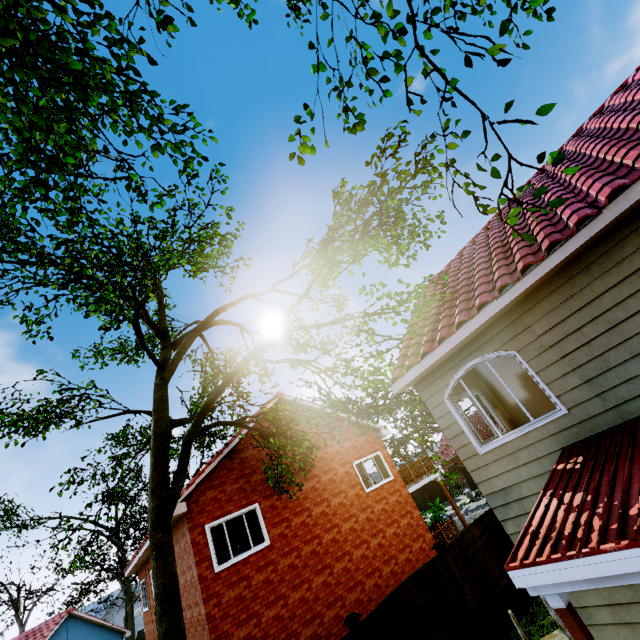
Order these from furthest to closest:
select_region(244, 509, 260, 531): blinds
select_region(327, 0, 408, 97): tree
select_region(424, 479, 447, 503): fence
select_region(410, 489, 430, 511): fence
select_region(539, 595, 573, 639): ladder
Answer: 1. select_region(410, 489, 430, 511): fence
2. select_region(424, 479, 447, 503): fence
3. select_region(244, 509, 260, 531): blinds
4. select_region(327, 0, 408, 97): tree
5. select_region(539, 595, 573, 639): ladder

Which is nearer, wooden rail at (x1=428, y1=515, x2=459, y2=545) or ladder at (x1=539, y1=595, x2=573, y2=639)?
ladder at (x1=539, y1=595, x2=573, y2=639)

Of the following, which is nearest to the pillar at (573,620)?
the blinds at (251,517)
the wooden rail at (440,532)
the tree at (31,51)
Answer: the blinds at (251,517)

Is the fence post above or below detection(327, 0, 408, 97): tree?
below

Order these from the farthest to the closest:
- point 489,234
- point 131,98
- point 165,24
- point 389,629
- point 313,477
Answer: point 313,477, point 489,234, point 389,629, point 131,98, point 165,24

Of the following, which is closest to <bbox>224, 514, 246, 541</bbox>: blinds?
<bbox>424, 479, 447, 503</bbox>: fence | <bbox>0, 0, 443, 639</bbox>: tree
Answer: <bbox>0, 0, 443, 639</bbox>: tree

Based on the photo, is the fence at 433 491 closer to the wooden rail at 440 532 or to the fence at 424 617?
the fence at 424 617

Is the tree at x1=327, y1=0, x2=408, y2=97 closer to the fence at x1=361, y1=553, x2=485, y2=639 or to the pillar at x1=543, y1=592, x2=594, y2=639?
the fence at x1=361, y1=553, x2=485, y2=639
